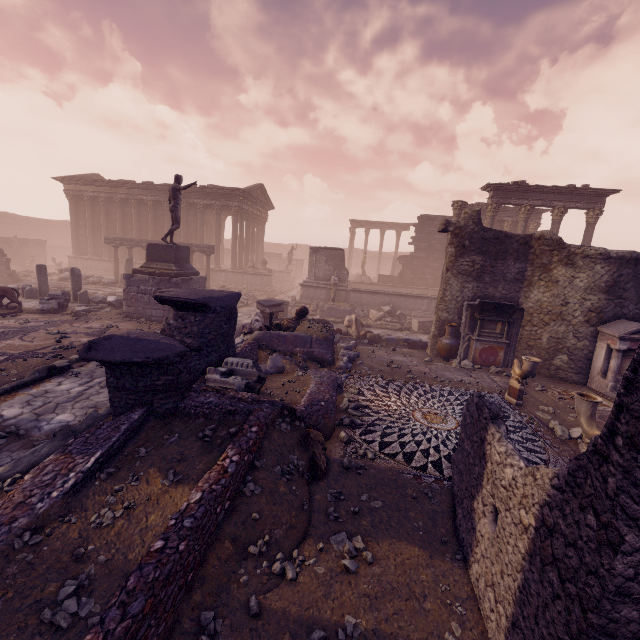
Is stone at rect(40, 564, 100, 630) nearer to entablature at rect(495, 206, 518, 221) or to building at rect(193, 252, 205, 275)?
building at rect(193, 252, 205, 275)

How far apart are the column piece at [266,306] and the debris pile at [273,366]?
0.0 meters

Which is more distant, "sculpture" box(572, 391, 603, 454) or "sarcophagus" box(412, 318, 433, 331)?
"sarcophagus" box(412, 318, 433, 331)

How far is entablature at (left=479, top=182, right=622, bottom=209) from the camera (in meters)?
16.97

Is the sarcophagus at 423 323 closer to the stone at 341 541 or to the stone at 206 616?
the stone at 341 541

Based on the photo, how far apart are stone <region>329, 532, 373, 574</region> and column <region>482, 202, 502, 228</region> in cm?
1783

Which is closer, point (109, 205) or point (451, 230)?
point (451, 230)

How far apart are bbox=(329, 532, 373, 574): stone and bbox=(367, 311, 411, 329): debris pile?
13.4 meters
